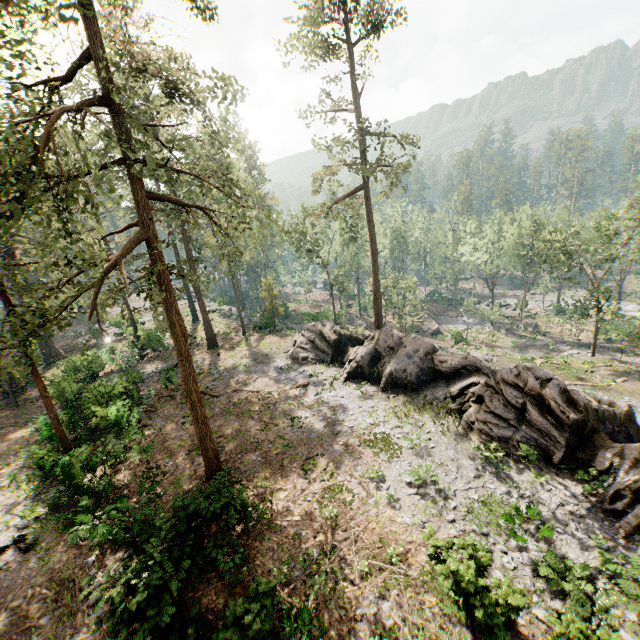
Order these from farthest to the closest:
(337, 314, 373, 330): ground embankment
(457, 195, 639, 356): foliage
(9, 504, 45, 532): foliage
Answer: (337, 314, 373, 330): ground embankment, (457, 195, 639, 356): foliage, (9, 504, 45, 532): foliage

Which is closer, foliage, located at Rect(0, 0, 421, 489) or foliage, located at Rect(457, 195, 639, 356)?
foliage, located at Rect(0, 0, 421, 489)

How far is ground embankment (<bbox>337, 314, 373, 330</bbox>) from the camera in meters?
50.9

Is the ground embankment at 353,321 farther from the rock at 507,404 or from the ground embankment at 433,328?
the rock at 507,404

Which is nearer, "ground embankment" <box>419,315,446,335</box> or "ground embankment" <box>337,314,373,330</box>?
"ground embankment" <box>337,314,373,330</box>

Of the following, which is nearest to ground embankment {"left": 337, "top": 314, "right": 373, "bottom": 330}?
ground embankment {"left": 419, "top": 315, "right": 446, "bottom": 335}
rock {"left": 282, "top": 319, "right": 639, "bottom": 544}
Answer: ground embankment {"left": 419, "top": 315, "right": 446, "bottom": 335}

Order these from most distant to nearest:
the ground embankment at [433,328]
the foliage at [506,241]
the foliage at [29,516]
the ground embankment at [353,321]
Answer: the ground embankment at [433,328], the ground embankment at [353,321], the foliage at [506,241], the foliage at [29,516]

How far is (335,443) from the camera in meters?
18.0 m
